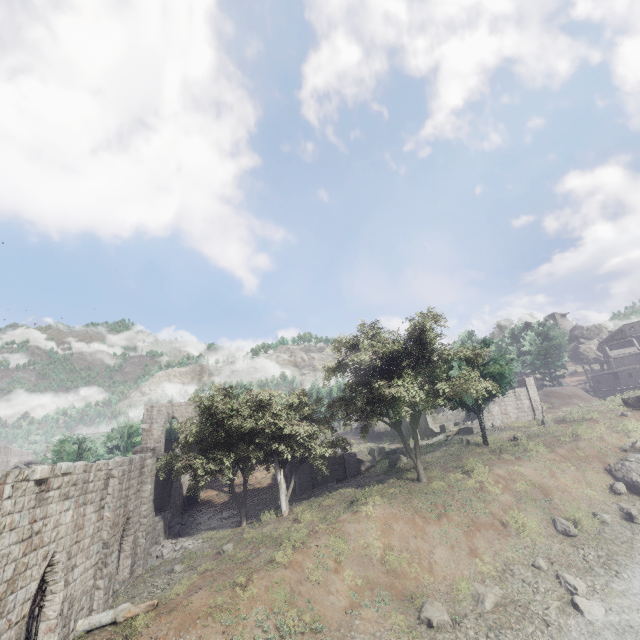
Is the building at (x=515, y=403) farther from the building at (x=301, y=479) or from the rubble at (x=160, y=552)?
the rubble at (x=160, y=552)

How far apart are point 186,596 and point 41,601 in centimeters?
501cm

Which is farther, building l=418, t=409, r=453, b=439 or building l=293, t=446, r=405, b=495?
building l=418, t=409, r=453, b=439

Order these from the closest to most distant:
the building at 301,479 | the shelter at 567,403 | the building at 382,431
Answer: the building at 301,479 < the shelter at 567,403 < the building at 382,431

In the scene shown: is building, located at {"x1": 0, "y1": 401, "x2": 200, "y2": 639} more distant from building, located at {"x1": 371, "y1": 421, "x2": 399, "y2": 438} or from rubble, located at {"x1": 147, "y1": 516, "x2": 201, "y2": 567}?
building, located at {"x1": 371, "y1": 421, "x2": 399, "y2": 438}

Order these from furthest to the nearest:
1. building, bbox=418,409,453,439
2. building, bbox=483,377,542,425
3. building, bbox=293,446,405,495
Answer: building, bbox=418,409,453,439, building, bbox=483,377,542,425, building, bbox=293,446,405,495

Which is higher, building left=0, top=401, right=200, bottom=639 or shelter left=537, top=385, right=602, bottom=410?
shelter left=537, top=385, right=602, bottom=410

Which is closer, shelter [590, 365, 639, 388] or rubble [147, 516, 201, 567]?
rubble [147, 516, 201, 567]
